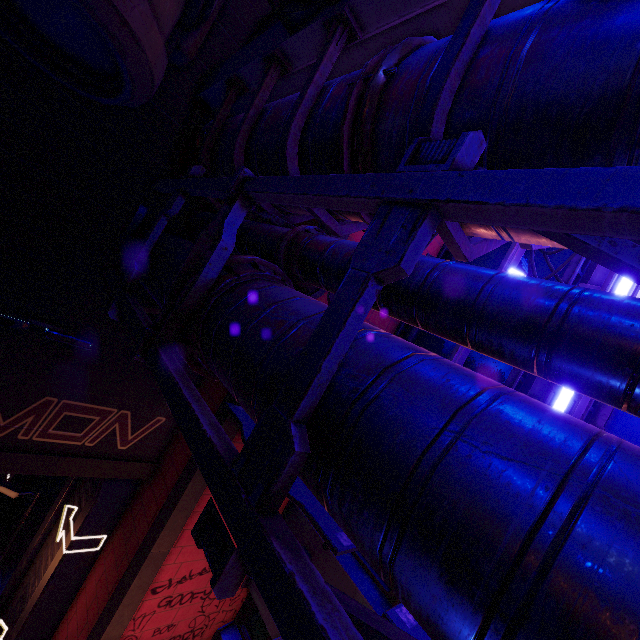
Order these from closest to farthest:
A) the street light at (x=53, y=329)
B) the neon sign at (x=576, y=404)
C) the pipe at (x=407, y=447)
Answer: the pipe at (x=407, y=447) → the street light at (x=53, y=329) → the neon sign at (x=576, y=404)

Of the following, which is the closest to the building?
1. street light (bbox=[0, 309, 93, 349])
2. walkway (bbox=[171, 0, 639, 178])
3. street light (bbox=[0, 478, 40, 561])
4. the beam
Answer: walkway (bbox=[171, 0, 639, 178])

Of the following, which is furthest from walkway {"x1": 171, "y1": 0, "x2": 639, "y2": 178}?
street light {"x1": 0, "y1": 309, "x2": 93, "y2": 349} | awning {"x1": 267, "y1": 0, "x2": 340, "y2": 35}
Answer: street light {"x1": 0, "y1": 309, "x2": 93, "y2": 349}

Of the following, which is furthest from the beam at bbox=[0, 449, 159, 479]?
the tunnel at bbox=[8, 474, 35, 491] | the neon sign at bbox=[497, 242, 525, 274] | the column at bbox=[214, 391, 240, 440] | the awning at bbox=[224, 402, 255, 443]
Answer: the tunnel at bbox=[8, 474, 35, 491]

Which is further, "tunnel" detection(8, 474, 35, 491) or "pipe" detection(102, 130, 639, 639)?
"tunnel" detection(8, 474, 35, 491)

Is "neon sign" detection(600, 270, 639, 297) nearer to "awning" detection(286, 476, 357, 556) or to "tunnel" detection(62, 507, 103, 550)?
"awning" detection(286, 476, 357, 556)

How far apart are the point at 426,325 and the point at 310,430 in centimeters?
147cm

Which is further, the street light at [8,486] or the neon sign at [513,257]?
the street light at [8,486]
